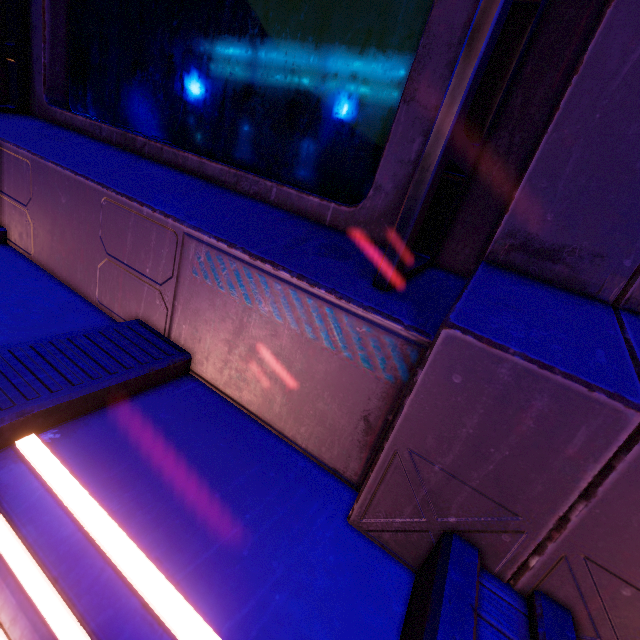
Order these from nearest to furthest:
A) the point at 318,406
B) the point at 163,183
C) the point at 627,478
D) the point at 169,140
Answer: the point at 627,478, the point at 318,406, the point at 163,183, the point at 169,140
